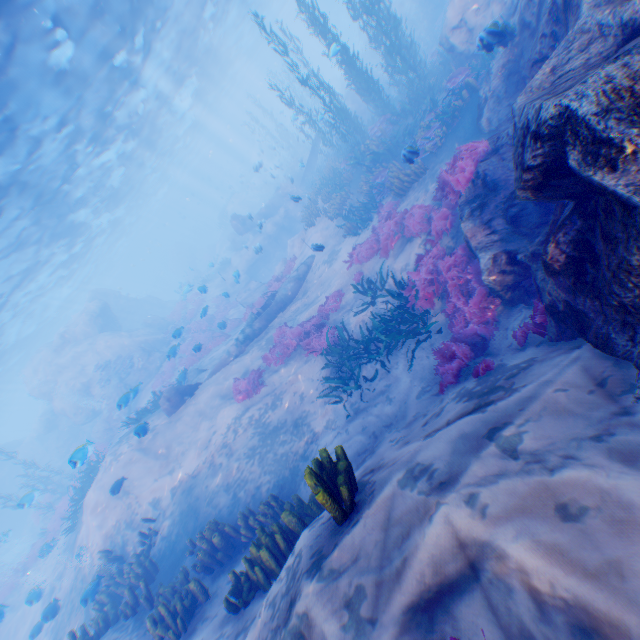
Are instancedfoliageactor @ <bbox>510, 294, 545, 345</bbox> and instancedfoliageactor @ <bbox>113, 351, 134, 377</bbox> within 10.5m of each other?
no

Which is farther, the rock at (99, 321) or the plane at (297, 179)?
the plane at (297, 179)

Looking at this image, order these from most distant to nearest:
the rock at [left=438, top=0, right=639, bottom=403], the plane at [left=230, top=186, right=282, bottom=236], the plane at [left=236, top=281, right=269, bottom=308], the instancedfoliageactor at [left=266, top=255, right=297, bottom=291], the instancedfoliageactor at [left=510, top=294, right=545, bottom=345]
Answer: the plane at [left=230, top=186, right=282, bottom=236] → the plane at [left=236, top=281, right=269, bottom=308] → the instancedfoliageactor at [left=266, top=255, right=297, bottom=291] → the instancedfoliageactor at [left=510, top=294, right=545, bottom=345] → the rock at [left=438, top=0, right=639, bottom=403]

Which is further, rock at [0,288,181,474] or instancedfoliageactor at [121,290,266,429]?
rock at [0,288,181,474]

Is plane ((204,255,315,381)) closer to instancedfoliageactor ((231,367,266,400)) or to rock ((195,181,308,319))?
rock ((195,181,308,319))

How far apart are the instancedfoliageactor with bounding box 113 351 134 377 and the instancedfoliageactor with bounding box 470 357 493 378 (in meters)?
24.58

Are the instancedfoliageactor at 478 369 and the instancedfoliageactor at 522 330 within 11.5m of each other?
yes

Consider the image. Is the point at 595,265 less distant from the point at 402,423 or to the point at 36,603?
the point at 402,423
